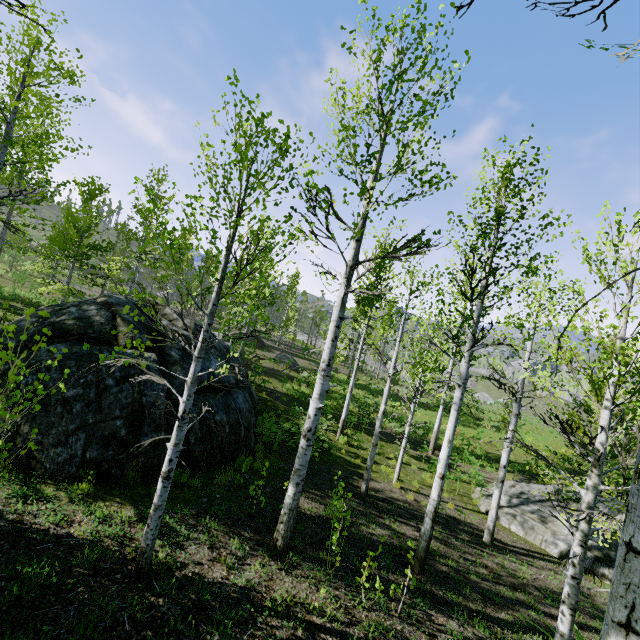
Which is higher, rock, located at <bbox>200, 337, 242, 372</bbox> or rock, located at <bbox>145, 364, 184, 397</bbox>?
rock, located at <bbox>200, 337, 242, 372</bbox>

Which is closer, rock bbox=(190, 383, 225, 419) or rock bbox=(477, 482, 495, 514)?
rock bbox=(190, 383, 225, 419)

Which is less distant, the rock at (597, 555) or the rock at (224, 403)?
the rock at (224, 403)

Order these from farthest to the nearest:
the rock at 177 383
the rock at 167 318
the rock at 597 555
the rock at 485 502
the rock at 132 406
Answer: the rock at 485 502 < the rock at 167 318 < the rock at 597 555 < the rock at 177 383 < the rock at 132 406

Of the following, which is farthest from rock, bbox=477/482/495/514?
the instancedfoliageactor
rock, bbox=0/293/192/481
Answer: the instancedfoliageactor

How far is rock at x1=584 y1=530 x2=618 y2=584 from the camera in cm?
991

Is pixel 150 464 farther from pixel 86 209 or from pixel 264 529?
pixel 86 209
